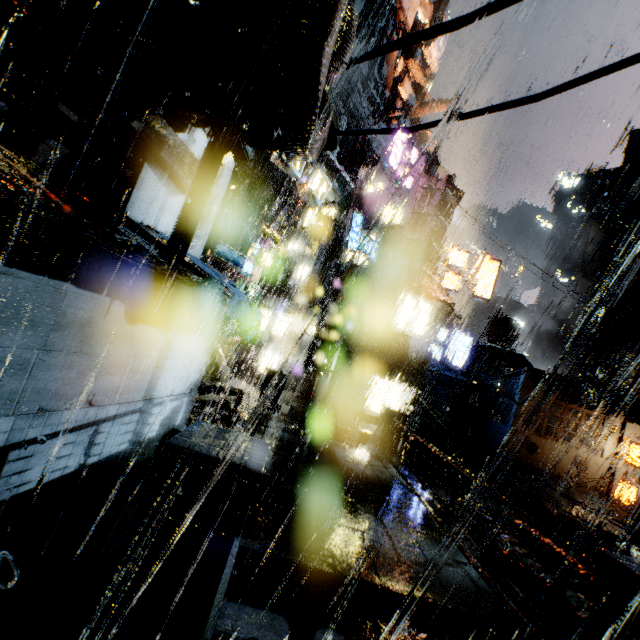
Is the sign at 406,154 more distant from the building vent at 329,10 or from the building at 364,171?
the building vent at 329,10

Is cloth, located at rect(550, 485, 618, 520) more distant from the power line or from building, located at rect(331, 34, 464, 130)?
the power line

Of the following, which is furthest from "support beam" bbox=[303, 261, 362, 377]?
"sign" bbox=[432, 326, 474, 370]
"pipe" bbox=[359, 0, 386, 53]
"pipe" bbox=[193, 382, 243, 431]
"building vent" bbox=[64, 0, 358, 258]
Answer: "pipe" bbox=[359, 0, 386, 53]

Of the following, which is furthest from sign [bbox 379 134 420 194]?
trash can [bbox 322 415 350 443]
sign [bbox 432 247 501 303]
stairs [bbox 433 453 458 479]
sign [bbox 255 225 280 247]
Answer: stairs [bbox 433 453 458 479]

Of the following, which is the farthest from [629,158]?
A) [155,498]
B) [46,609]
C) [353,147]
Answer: [46,609]

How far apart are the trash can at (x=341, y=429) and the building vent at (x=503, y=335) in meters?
33.5

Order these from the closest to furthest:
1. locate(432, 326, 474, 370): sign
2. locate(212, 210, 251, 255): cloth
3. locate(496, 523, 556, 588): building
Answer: locate(496, 523, 556, 588): building
locate(212, 210, 251, 255): cloth
locate(432, 326, 474, 370): sign

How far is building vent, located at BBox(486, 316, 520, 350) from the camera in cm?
4166
